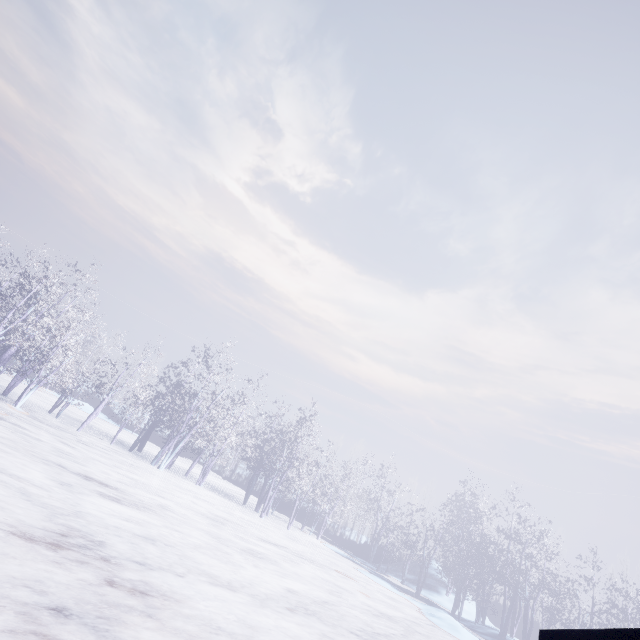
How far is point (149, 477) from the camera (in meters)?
14.98
